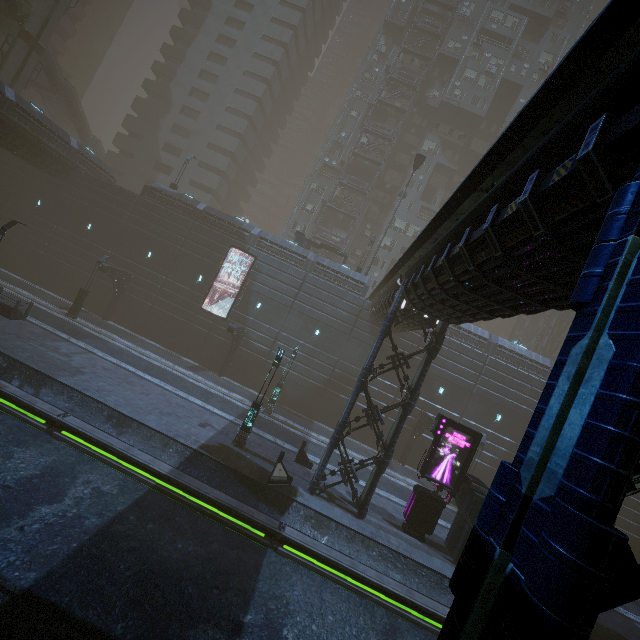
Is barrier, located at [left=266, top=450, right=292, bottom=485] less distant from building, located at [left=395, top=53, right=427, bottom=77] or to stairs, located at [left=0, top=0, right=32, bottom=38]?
building, located at [left=395, top=53, right=427, bottom=77]

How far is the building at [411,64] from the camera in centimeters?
4412cm

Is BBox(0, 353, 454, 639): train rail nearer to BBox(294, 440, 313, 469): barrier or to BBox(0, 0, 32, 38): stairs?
BBox(294, 440, 313, 469): barrier

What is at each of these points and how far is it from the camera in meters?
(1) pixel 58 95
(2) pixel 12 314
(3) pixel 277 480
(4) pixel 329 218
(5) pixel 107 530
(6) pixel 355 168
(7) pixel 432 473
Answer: (1) stairs, 39.9 m
(2) building, 19.5 m
(3) barrier, 14.9 m
(4) building, 46.3 m
(5) train rail, 9.8 m
(6) building, 44.1 m
(7) sign, 16.2 m

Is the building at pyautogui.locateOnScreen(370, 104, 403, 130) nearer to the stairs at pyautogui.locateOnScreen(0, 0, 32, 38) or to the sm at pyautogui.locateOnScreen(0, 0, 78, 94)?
the sm at pyautogui.locateOnScreen(0, 0, 78, 94)

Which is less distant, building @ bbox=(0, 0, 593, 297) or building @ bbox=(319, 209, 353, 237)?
building @ bbox=(0, 0, 593, 297)

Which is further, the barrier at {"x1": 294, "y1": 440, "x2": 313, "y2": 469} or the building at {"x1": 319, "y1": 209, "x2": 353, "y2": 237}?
the building at {"x1": 319, "y1": 209, "x2": 353, "y2": 237}

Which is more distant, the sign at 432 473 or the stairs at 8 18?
the stairs at 8 18
